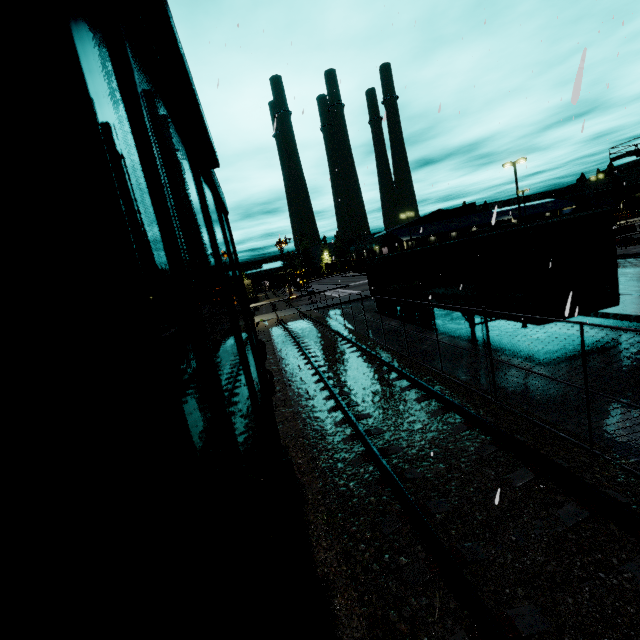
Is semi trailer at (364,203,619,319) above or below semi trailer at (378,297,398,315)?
above

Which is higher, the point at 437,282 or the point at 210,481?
the point at 210,481

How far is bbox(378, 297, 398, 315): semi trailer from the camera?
20.81m

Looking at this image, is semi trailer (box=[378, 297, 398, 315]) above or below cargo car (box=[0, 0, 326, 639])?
below

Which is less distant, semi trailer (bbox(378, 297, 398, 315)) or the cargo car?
the cargo car

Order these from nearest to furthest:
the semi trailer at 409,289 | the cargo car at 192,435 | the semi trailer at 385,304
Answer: the cargo car at 192,435 < the semi trailer at 409,289 < the semi trailer at 385,304

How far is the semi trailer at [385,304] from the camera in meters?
20.8 m
